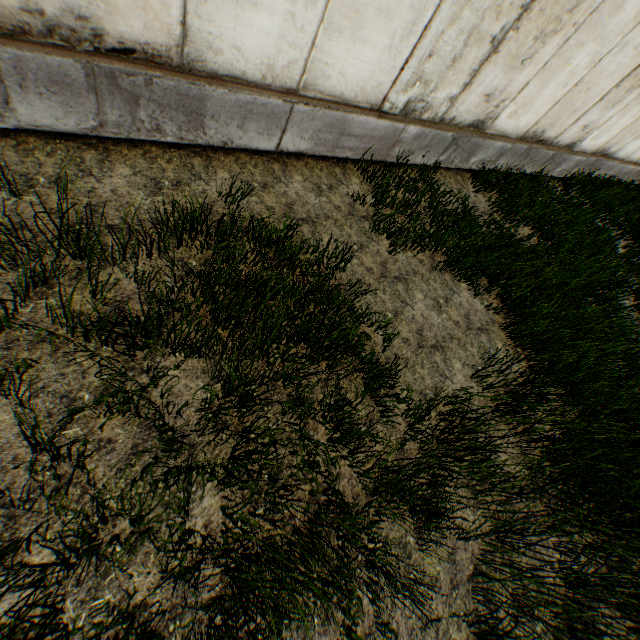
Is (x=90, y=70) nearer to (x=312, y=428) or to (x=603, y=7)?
(x=312, y=428)
